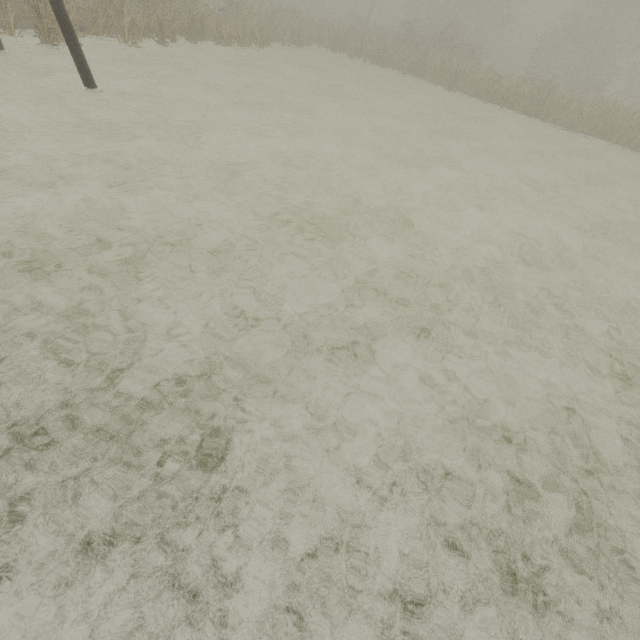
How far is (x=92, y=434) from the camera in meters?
2.7

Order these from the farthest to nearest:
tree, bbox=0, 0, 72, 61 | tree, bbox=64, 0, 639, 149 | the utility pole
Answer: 1. tree, bbox=64, 0, 639, 149
2. tree, bbox=0, 0, 72, 61
3. the utility pole

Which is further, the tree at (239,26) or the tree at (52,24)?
the tree at (239,26)

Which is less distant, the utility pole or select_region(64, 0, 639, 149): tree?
the utility pole

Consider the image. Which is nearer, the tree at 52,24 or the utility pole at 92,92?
the utility pole at 92,92

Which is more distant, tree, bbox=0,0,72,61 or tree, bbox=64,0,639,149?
tree, bbox=64,0,639,149
